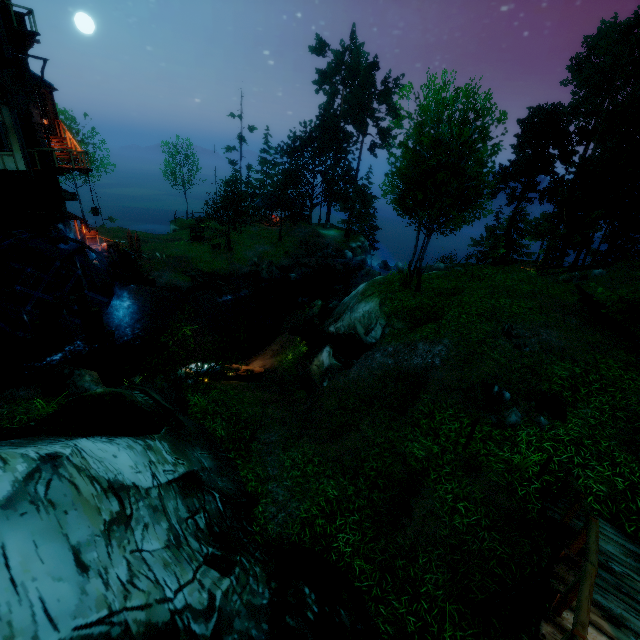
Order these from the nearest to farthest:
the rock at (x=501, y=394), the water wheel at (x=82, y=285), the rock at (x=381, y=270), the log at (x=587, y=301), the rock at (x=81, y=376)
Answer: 1. the rock at (x=501, y=394)
2. the rock at (x=81, y=376)
3. the log at (x=587, y=301)
4. the water wheel at (x=82, y=285)
5. the rock at (x=381, y=270)

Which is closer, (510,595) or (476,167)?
(510,595)

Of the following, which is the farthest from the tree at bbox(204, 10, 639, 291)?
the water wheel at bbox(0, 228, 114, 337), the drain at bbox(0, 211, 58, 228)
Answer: the drain at bbox(0, 211, 58, 228)

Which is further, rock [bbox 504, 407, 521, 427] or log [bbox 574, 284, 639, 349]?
log [bbox 574, 284, 639, 349]

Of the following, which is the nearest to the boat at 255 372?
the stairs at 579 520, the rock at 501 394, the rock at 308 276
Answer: the rock at 501 394

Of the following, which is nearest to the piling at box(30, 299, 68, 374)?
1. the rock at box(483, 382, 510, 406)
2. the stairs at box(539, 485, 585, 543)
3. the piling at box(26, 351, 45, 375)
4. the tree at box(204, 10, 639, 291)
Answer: the piling at box(26, 351, 45, 375)

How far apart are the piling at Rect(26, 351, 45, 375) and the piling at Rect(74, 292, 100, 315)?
2.3 meters

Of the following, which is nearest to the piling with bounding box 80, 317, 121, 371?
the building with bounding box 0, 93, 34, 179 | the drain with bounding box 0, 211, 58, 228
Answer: the drain with bounding box 0, 211, 58, 228
